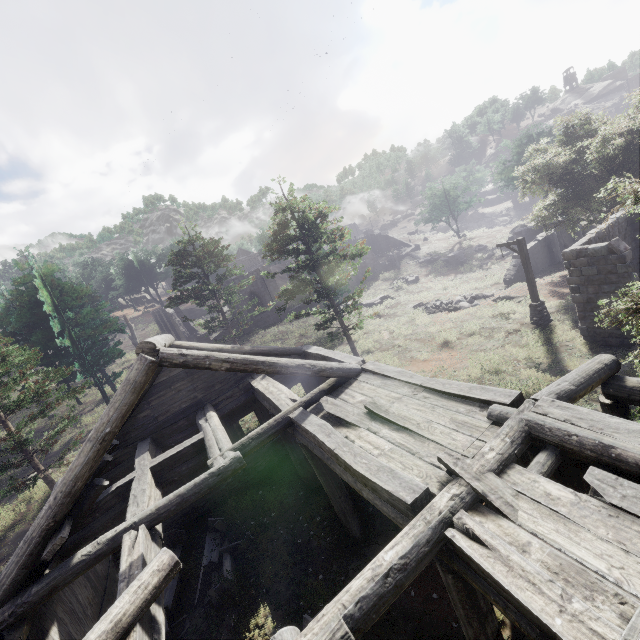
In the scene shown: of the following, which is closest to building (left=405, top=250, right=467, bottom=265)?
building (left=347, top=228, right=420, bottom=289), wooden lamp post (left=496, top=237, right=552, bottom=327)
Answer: wooden lamp post (left=496, top=237, right=552, bottom=327)

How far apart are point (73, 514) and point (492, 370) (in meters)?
14.57

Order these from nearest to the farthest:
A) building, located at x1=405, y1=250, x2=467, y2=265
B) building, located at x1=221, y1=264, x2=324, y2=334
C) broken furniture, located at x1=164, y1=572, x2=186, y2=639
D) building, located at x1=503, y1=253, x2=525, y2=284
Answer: broken furniture, located at x1=164, y1=572, x2=186, y2=639
building, located at x1=503, y1=253, x2=525, y2=284
building, located at x1=221, y1=264, x2=324, y2=334
building, located at x1=405, y1=250, x2=467, y2=265

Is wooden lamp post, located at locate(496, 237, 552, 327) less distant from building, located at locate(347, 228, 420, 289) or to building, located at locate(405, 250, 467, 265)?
building, located at locate(405, 250, 467, 265)

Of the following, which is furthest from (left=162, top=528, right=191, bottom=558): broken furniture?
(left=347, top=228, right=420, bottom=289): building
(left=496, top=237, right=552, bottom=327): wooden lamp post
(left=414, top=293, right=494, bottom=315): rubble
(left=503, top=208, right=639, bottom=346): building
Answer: (left=414, top=293, right=494, bottom=315): rubble

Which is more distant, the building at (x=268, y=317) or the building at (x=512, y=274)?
the building at (x=268, y=317)

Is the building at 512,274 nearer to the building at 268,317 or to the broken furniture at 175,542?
the broken furniture at 175,542

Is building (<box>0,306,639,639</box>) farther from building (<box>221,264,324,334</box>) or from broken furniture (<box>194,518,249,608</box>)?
building (<box>221,264,324,334</box>)
